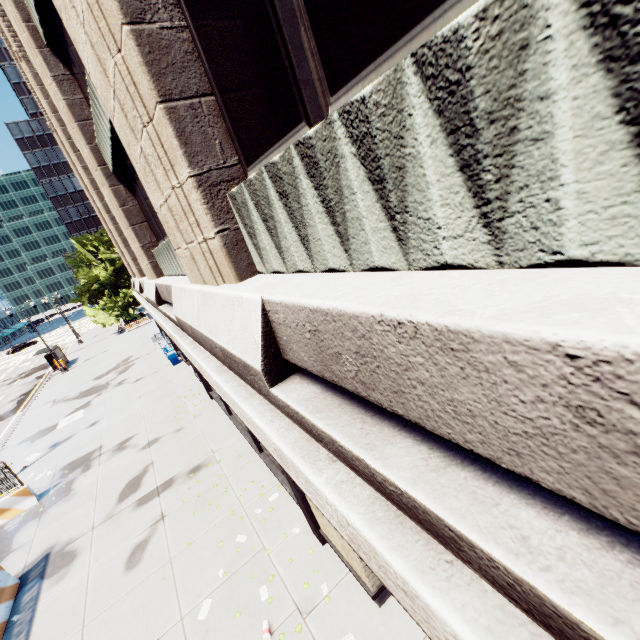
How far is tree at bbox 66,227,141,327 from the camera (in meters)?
40.28

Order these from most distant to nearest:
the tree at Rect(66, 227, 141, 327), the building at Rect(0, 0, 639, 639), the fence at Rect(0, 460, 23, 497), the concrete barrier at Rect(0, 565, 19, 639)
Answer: the tree at Rect(66, 227, 141, 327), the fence at Rect(0, 460, 23, 497), the concrete barrier at Rect(0, 565, 19, 639), the building at Rect(0, 0, 639, 639)

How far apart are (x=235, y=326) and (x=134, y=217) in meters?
10.9 m

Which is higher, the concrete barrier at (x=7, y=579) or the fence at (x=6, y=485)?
the fence at (x=6, y=485)

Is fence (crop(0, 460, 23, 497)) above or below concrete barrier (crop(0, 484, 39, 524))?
above

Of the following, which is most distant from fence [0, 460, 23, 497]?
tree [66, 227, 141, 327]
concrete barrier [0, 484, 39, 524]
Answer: tree [66, 227, 141, 327]

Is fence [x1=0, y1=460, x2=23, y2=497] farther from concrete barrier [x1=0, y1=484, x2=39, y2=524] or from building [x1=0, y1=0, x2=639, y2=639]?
building [x1=0, y1=0, x2=639, y2=639]

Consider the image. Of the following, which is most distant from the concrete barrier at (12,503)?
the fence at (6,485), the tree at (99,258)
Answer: the tree at (99,258)
